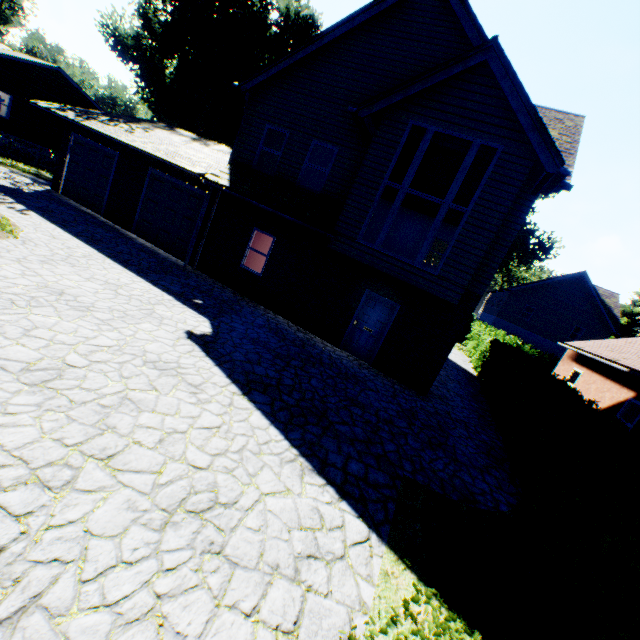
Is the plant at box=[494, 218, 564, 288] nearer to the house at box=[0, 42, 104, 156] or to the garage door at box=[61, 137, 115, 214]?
→ the house at box=[0, 42, 104, 156]

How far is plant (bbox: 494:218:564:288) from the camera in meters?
43.6 m

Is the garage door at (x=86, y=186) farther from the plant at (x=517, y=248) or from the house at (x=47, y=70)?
the plant at (x=517, y=248)

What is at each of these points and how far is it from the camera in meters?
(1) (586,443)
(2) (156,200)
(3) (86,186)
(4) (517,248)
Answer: (1) hedge, 5.3 m
(2) garage door, 13.8 m
(3) garage door, 15.3 m
(4) plant, 49.1 m

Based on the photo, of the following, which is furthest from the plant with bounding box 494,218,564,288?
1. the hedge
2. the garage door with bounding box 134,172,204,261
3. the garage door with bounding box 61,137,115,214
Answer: the garage door with bounding box 134,172,204,261

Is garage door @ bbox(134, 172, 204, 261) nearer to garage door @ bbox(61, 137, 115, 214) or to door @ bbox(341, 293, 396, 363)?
garage door @ bbox(61, 137, 115, 214)

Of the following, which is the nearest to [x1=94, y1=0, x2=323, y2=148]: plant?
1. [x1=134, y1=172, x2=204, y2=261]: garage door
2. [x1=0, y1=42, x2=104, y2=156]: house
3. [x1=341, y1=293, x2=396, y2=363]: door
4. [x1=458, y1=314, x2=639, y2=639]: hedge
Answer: [x1=458, y1=314, x2=639, y2=639]: hedge

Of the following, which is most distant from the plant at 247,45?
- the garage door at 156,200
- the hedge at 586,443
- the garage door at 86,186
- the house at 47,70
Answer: the garage door at 156,200
